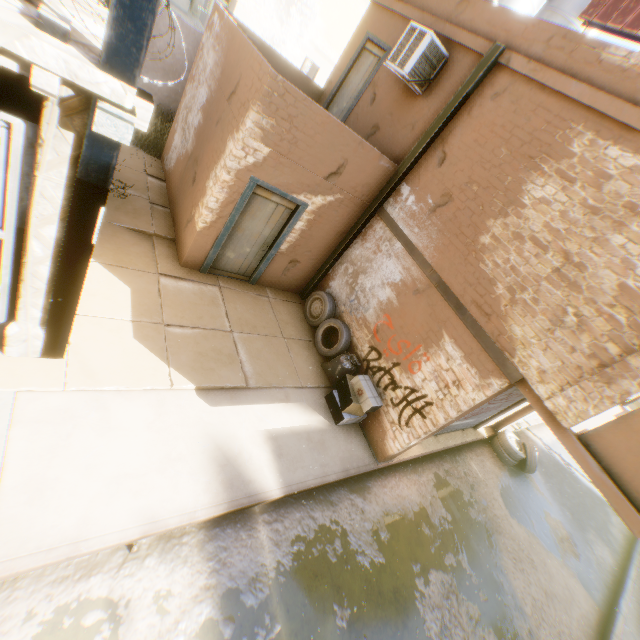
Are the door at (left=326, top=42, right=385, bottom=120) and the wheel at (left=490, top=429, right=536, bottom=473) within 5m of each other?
no

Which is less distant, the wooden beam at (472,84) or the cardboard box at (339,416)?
the wooden beam at (472,84)

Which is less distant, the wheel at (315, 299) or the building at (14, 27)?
the building at (14, 27)

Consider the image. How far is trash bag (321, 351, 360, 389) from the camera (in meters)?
7.21

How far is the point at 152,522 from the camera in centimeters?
386cm

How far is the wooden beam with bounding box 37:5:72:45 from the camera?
2.2 meters

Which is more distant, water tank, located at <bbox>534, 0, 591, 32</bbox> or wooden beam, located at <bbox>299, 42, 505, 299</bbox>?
water tank, located at <bbox>534, 0, 591, 32</bbox>

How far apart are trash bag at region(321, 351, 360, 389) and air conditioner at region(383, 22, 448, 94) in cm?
508
